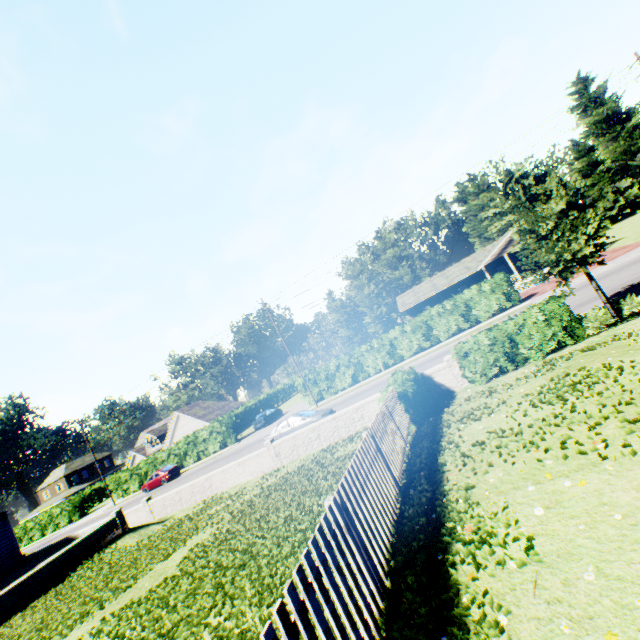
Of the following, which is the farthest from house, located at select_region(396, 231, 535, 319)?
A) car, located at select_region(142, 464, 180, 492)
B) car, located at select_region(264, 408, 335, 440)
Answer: car, located at select_region(142, 464, 180, 492)

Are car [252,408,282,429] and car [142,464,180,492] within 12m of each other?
yes

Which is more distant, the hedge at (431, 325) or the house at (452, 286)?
the house at (452, 286)

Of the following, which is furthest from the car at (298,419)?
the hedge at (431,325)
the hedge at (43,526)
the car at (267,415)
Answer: the hedge at (43,526)

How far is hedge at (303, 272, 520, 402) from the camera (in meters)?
27.23

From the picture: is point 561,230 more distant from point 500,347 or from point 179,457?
point 179,457

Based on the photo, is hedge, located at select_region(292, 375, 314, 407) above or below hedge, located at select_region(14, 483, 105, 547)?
above
